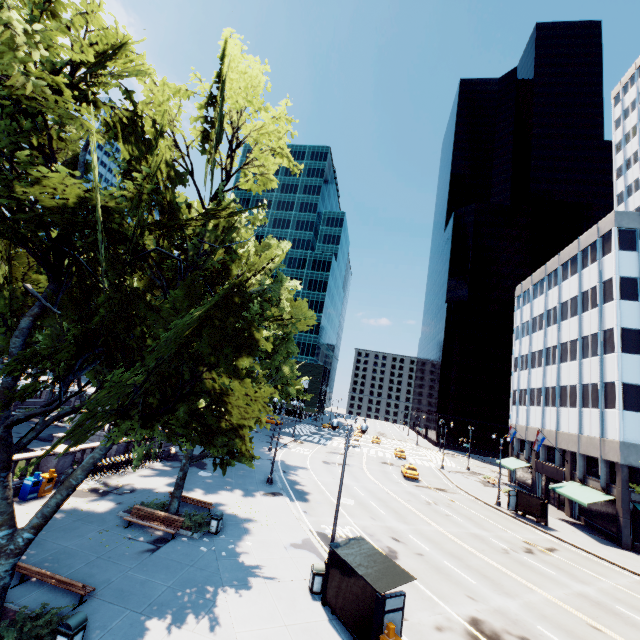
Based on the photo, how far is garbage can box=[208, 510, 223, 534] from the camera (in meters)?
17.44

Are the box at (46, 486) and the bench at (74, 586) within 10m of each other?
yes

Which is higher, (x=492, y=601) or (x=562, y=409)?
(x=562, y=409)

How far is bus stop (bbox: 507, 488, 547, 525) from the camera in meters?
30.6

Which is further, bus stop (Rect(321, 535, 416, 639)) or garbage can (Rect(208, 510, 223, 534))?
garbage can (Rect(208, 510, 223, 534))

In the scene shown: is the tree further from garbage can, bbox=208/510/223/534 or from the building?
garbage can, bbox=208/510/223/534

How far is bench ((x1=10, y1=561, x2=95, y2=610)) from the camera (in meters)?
10.81

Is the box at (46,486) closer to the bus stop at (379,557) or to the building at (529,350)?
the bus stop at (379,557)
